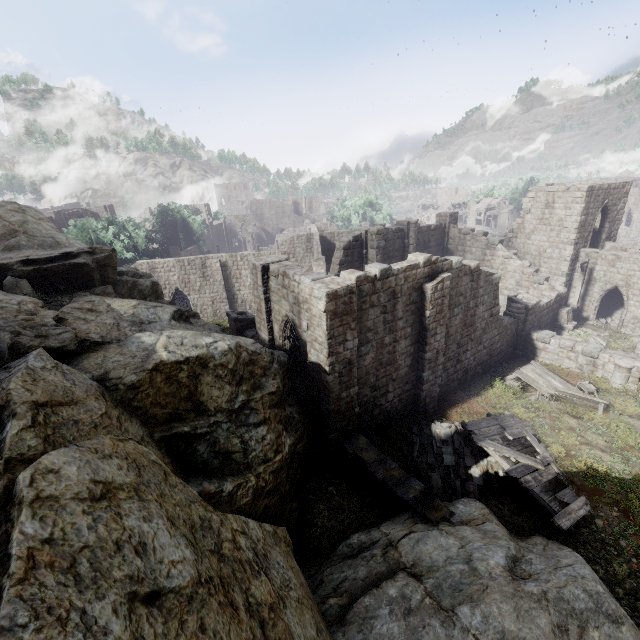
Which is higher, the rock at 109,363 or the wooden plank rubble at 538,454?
the rock at 109,363

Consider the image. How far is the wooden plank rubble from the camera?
9.8m

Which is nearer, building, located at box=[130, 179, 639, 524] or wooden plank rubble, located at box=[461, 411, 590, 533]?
wooden plank rubble, located at box=[461, 411, 590, 533]

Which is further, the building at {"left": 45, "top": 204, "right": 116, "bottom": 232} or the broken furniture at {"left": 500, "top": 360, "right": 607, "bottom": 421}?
the building at {"left": 45, "top": 204, "right": 116, "bottom": 232}

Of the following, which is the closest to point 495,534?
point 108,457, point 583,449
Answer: point 583,449

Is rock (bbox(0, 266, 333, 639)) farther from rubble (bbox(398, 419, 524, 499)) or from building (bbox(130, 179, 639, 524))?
rubble (bbox(398, 419, 524, 499))

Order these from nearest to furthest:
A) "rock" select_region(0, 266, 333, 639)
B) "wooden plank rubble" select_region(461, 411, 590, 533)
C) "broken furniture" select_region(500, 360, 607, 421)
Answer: "rock" select_region(0, 266, 333, 639), "wooden plank rubble" select_region(461, 411, 590, 533), "broken furniture" select_region(500, 360, 607, 421)

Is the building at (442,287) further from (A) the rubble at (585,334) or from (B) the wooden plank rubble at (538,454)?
(B) the wooden plank rubble at (538,454)
